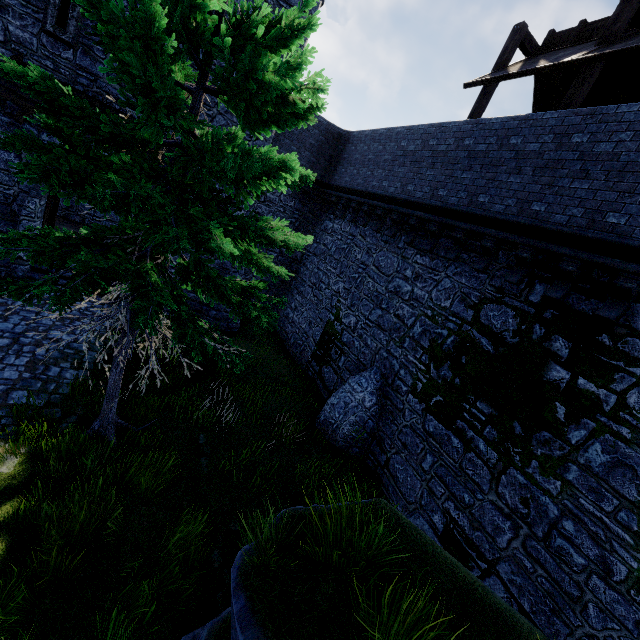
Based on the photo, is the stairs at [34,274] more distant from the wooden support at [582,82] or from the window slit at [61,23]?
the wooden support at [582,82]

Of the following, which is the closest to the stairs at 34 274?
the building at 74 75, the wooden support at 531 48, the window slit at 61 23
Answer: the building at 74 75

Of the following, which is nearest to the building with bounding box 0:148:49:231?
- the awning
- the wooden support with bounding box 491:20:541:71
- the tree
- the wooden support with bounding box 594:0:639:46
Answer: the awning

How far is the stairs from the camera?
11.18m

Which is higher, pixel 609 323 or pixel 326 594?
pixel 609 323

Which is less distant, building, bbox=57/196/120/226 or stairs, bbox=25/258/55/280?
stairs, bbox=25/258/55/280

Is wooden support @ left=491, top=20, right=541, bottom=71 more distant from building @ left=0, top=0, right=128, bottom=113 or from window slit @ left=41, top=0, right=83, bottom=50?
window slit @ left=41, top=0, right=83, bottom=50
